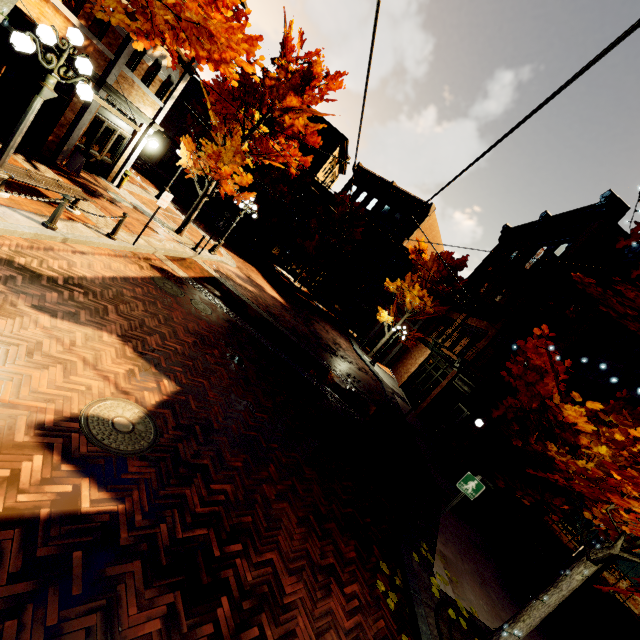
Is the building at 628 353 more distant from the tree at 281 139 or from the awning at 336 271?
the tree at 281 139

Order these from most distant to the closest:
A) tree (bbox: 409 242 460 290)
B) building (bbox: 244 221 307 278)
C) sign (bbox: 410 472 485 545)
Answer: building (bbox: 244 221 307 278) → tree (bbox: 409 242 460 290) → sign (bbox: 410 472 485 545)

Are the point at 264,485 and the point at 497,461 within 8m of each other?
no

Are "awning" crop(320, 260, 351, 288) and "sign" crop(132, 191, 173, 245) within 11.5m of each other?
no

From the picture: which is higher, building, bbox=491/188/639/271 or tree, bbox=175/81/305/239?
building, bbox=491/188/639/271

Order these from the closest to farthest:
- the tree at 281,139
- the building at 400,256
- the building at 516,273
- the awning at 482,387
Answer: the awning at 482,387
the building at 516,273
the tree at 281,139
the building at 400,256

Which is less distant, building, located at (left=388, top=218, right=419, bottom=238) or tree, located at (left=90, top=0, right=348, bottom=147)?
tree, located at (left=90, top=0, right=348, bottom=147)

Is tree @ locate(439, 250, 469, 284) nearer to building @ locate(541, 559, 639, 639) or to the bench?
building @ locate(541, 559, 639, 639)
